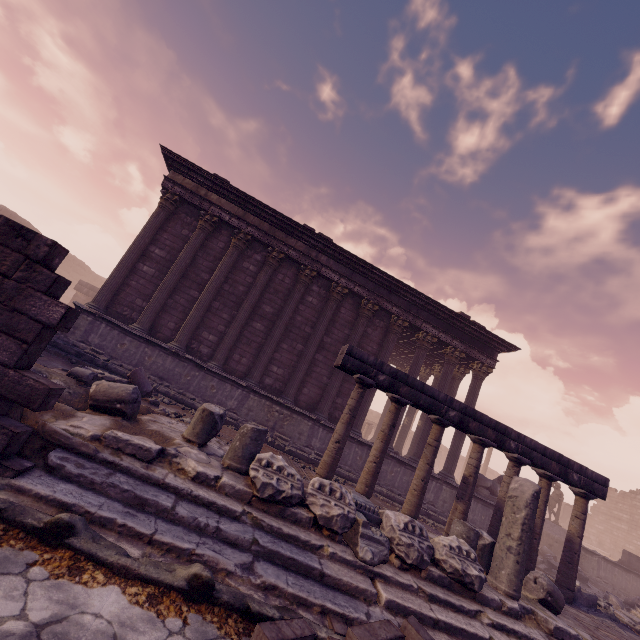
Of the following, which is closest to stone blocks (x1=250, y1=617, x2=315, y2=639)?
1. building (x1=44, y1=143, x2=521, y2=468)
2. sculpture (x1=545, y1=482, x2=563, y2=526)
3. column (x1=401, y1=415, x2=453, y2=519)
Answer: column (x1=401, y1=415, x2=453, y2=519)

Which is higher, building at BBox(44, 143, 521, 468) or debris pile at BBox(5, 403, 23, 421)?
building at BBox(44, 143, 521, 468)

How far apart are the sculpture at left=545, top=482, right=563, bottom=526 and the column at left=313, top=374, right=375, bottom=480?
18.6m

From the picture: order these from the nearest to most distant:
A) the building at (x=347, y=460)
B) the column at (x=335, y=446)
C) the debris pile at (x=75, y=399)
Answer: the debris pile at (x=75, y=399) < the column at (x=335, y=446) < the building at (x=347, y=460)

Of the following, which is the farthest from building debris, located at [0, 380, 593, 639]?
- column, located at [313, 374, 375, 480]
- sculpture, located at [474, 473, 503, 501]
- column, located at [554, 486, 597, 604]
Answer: sculpture, located at [474, 473, 503, 501]

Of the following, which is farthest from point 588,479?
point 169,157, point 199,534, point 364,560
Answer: point 169,157

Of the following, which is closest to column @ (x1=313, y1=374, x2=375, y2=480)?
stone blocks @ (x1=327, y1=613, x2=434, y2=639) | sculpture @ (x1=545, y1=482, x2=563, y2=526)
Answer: stone blocks @ (x1=327, y1=613, x2=434, y2=639)

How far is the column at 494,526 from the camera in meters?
7.4 m
